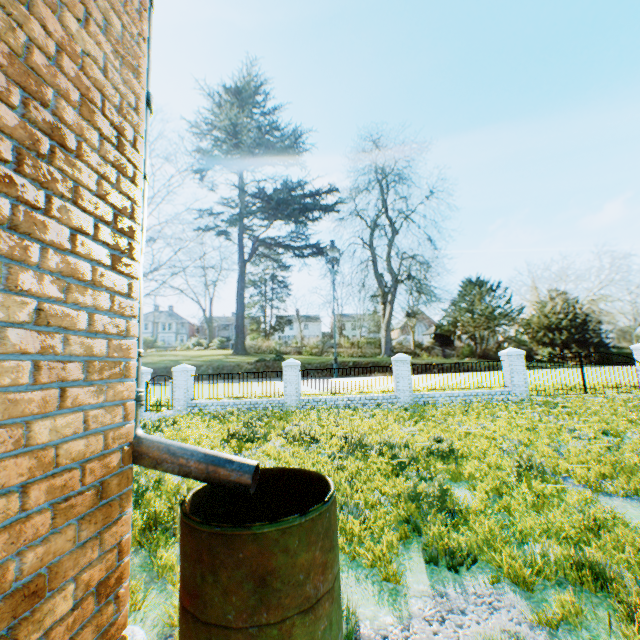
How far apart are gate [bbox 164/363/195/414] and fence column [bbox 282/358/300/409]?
4.8m

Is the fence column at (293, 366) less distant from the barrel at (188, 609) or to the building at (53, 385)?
the building at (53, 385)

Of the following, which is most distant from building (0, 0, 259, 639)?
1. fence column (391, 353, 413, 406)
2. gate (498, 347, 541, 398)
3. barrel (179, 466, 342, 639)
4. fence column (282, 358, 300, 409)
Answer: gate (498, 347, 541, 398)

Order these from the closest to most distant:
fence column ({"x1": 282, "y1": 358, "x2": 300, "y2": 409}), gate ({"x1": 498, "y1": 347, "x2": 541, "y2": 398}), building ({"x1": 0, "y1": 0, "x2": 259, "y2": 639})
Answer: building ({"x1": 0, "y1": 0, "x2": 259, "y2": 639})
gate ({"x1": 498, "y1": 347, "x2": 541, "y2": 398})
fence column ({"x1": 282, "y1": 358, "x2": 300, "y2": 409})

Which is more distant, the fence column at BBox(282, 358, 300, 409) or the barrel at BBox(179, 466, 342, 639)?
the fence column at BBox(282, 358, 300, 409)

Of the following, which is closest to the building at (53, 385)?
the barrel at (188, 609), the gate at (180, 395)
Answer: the barrel at (188, 609)

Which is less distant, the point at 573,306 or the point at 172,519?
the point at 172,519

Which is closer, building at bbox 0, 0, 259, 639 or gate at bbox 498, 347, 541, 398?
building at bbox 0, 0, 259, 639
